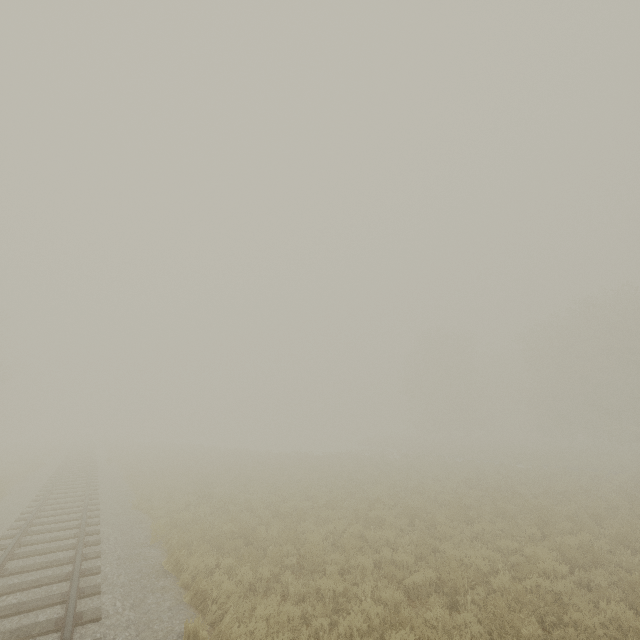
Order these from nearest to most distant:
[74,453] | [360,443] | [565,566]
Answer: [565,566] < [74,453] < [360,443]
